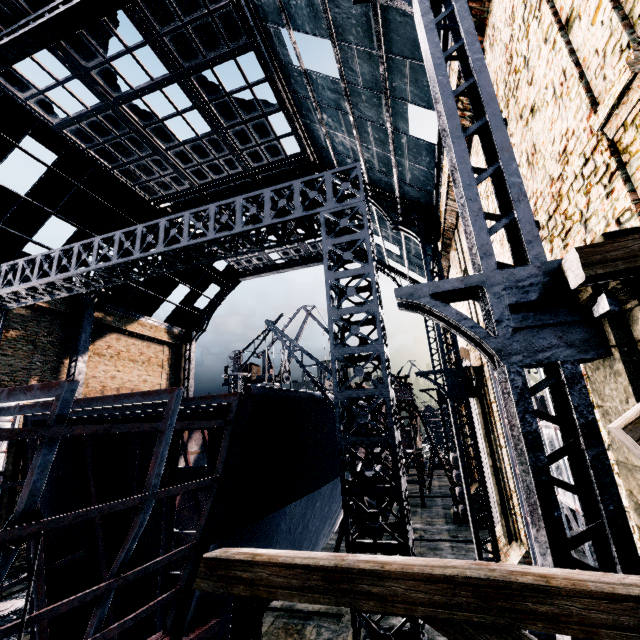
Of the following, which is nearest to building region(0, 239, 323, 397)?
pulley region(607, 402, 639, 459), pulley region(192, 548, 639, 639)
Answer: pulley region(607, 402, 639, 459)

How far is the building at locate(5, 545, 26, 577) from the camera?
18.8 meters

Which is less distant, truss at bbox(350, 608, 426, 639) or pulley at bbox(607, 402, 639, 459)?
pulley at bbox(607, 402, 639, 459)

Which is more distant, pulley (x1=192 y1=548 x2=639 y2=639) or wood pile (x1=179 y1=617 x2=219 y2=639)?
wood pile (x1=179 y1=617 x2=219 y2=639)

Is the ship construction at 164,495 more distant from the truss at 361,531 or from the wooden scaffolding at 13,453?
the truss at 361,531

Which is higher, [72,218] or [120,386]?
[72,218]

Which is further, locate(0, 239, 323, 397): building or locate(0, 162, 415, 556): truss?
locate(0, 239, 323, 397): building

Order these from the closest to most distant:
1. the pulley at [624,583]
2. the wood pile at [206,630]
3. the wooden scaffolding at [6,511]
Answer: the pulley at [624,583], the wood pile at [206,630], the wooden scaffolding at [6,511]
